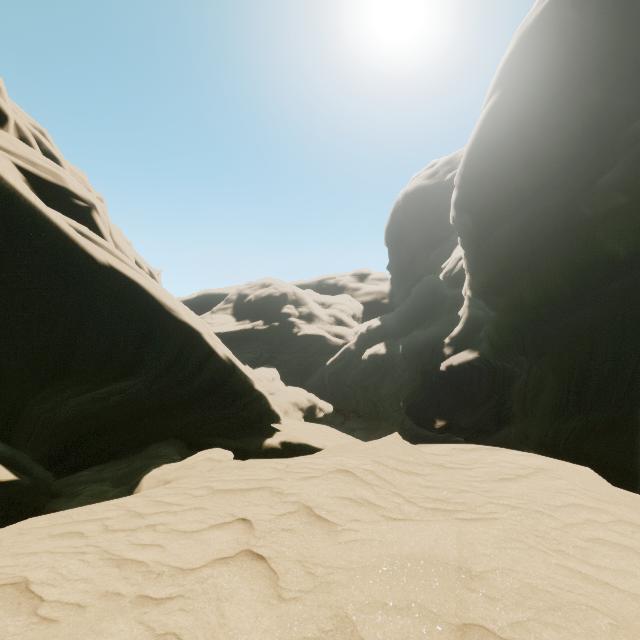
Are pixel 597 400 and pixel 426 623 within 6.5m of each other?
no
